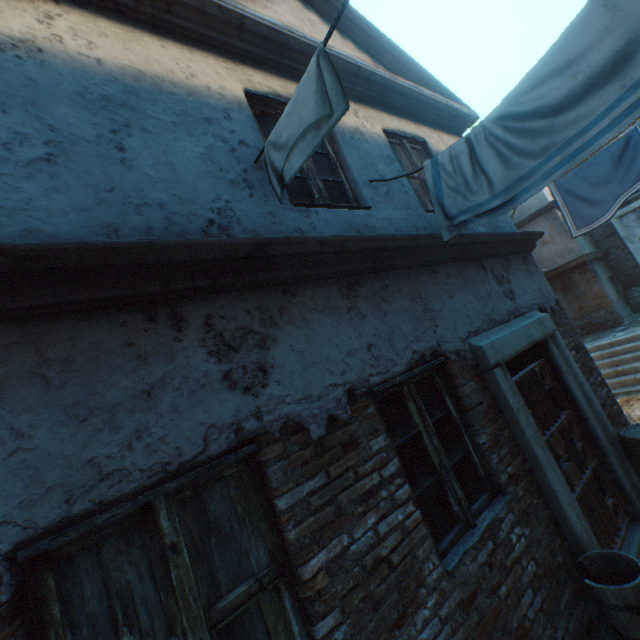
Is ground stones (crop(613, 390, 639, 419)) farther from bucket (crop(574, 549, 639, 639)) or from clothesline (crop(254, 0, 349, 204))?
clothesline (crop(254, 0, 349, 204))

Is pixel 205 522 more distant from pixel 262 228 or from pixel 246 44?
pixel 246 44

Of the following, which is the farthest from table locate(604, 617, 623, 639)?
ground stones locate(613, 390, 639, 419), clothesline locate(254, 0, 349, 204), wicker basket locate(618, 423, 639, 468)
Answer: ground stones locate(613, 390, 639, 419)

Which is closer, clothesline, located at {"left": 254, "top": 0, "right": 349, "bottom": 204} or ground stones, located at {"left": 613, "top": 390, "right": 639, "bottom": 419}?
clothesline, located at {"left": 254, "top": 0, "right": 349, "bottom": 204}

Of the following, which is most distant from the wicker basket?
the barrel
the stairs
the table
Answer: the barrel

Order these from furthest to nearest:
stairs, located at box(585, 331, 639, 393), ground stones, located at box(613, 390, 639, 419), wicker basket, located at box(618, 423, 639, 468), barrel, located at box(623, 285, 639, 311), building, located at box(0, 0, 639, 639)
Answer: barrel, located at box(623, 285, 639, 311) → stairs, located at box(585, 331, 639, 393) → ground stones, located at box(613, 390, 639, 419) → wicker basket, located at box(618, 423, 639, 468) → building, located at box(0, 0, 639, 639)

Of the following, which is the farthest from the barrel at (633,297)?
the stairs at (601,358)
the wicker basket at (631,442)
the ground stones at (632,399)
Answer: → the wicker basket at (631,442)

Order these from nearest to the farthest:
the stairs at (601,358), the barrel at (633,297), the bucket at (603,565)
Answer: the bucket at (603,565), the stairs at (601,358), the barrel at (633,297)
